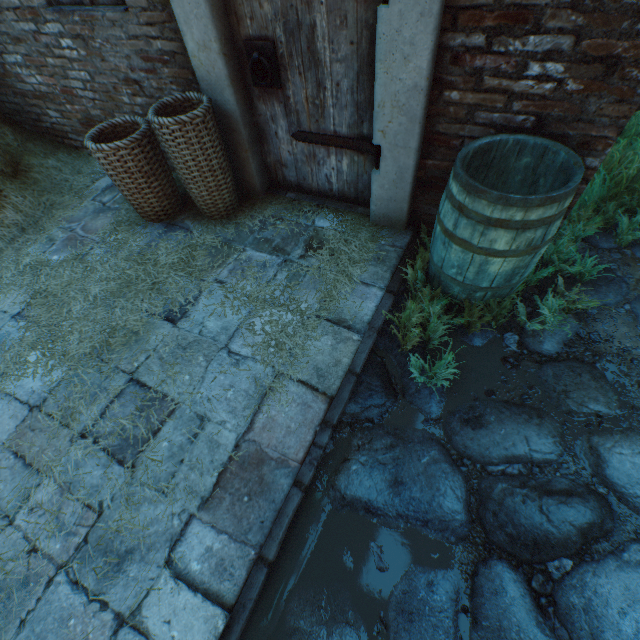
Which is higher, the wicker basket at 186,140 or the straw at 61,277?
the wicker basket at 186,140

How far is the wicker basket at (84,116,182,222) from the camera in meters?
2.6 m

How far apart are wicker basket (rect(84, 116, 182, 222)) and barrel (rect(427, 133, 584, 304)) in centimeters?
241cm

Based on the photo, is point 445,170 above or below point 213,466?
above

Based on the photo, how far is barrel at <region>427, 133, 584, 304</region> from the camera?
1.7 meters

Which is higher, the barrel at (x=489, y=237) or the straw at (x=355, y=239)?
the barrel at (x=489, y=237)

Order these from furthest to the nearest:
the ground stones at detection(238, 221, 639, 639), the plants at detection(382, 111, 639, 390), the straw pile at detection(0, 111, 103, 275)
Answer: the straw pile at detection(0, 111, 103, 275) → the plants at detection(382, 111, 639, 390) → the ground stones at detection(238, 221, 639, 639)

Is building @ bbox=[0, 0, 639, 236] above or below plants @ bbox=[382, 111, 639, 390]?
above
